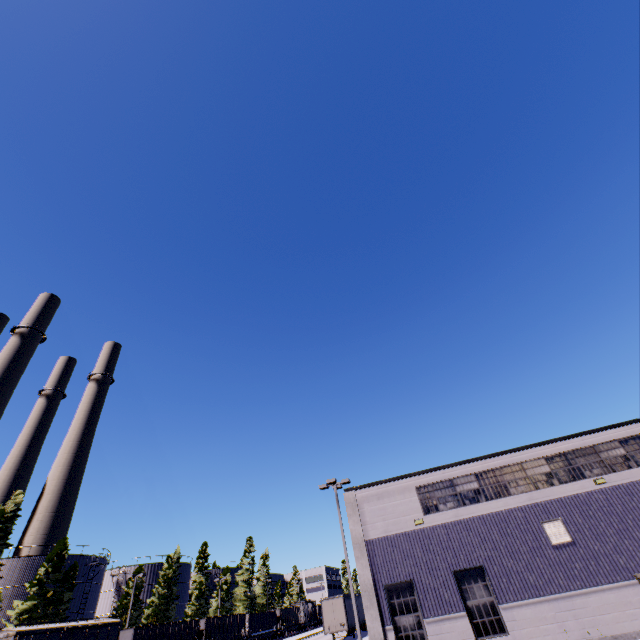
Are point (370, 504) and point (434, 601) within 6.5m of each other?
yes

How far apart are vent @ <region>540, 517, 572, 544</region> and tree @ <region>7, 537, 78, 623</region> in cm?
5180

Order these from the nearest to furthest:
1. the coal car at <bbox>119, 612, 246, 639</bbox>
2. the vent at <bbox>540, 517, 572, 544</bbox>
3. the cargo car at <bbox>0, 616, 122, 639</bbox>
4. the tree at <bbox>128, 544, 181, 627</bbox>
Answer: the vent at <bbox>540, 517, 572, 544</bbox>
the cargo car at <bbox>0, 616, 122, 639</bbox>
the coal car at <bbox>119, 612, 246, 639</bbox>
the tree at <bbox>128, 544, 181, 627</bbox>

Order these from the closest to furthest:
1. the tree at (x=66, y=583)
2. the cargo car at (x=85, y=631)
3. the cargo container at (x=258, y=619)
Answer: the cargo car at (x=85, y=631)
the tree at (x=66, y=583)
the cargo container at (x=258, y=619)

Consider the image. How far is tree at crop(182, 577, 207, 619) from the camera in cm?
5484

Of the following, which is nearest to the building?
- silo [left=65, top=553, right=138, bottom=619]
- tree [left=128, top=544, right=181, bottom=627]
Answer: tree [left=128, top=544, right=181, bottom=627]

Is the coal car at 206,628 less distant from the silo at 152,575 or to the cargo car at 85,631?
the cargo car at 85,631

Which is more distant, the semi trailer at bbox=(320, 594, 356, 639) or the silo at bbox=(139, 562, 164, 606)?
the silo at bbox=(139, 562, 164, 606)
